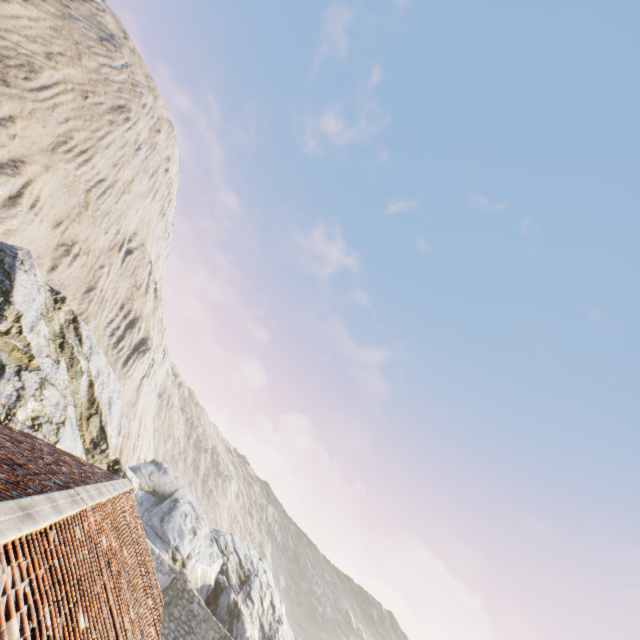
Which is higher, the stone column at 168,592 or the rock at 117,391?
the rock at 117,391

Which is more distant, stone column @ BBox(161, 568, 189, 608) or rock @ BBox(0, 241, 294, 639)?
stone column @ BBox(161, 568, 189, 608)

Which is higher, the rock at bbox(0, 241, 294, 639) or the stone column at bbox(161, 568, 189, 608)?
the rock at bbox(0, 241, 294, 639)

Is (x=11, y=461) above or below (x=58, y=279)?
below

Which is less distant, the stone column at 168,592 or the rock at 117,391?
the rock at 117,391

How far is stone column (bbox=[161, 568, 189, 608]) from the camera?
17.3 meters
